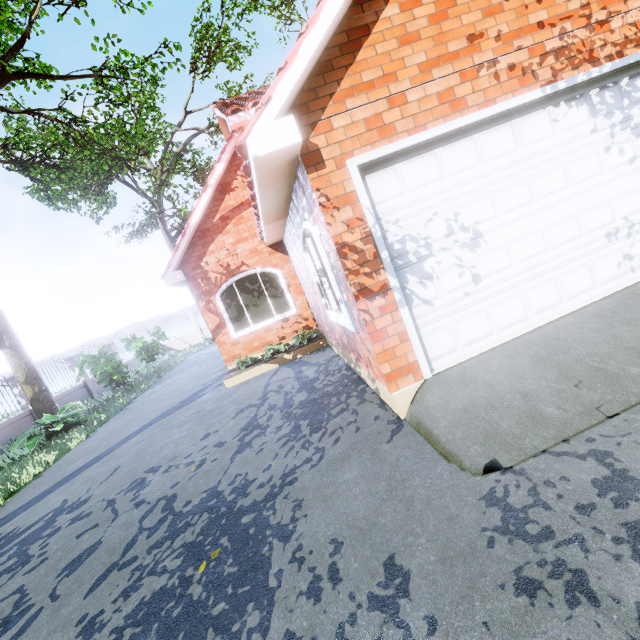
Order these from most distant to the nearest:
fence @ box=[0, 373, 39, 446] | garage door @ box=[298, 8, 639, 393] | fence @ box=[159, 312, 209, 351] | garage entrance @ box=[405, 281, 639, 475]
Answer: fence @ box=[159, 312, 209, 351], fence @ box=[0, 373, 39, 446], garage door @ box=[298, 8, 639, 393], garage entrance @ box=[405, 281, 639, 475]

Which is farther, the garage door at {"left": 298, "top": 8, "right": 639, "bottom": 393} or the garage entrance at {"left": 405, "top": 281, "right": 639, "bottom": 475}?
the garage door at {"left": 298, "top": 8, "right": 639, "bottom": 393}

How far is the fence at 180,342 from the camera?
24.5m

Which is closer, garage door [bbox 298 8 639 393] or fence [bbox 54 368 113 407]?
garage door [bbox 298 8 639 393]

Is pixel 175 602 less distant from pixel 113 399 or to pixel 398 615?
pixel 398 615

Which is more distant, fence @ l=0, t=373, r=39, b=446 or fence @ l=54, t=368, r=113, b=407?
fence @ l=54, t=368, r=113, b=407

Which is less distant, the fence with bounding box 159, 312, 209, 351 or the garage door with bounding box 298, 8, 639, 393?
the garage door with bounding box 298, 8, 639, 393

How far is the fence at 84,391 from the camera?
12.98m
